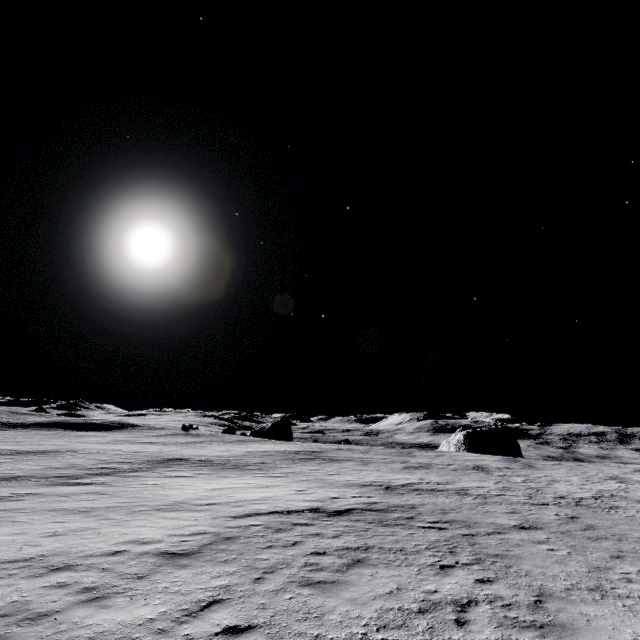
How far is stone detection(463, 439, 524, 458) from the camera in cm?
5756

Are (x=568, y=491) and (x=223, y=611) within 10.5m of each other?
no

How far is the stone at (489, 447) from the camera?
57.56m
